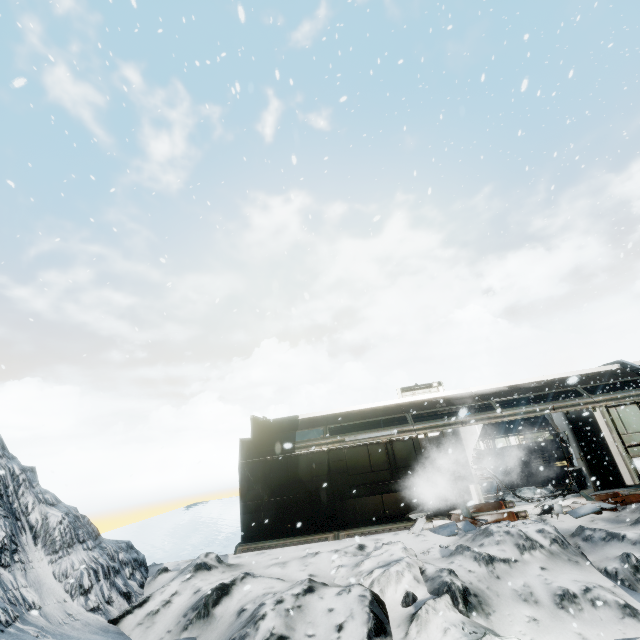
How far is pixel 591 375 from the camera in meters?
15.2

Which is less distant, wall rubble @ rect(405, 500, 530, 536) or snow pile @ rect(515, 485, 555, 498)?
wall rubble @ rect(405, 500, 530, 536)

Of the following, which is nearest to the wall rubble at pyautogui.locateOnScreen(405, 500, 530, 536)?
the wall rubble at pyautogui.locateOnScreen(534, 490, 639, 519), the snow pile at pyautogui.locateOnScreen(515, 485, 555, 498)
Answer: the snow pile at pyautogui.locateOnScreen(515, 485, 555, 498)

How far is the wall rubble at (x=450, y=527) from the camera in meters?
9.8 m

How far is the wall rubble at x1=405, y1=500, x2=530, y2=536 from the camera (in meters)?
9.81

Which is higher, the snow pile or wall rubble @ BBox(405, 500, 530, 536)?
the snow pile

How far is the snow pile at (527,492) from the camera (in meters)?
11.72
